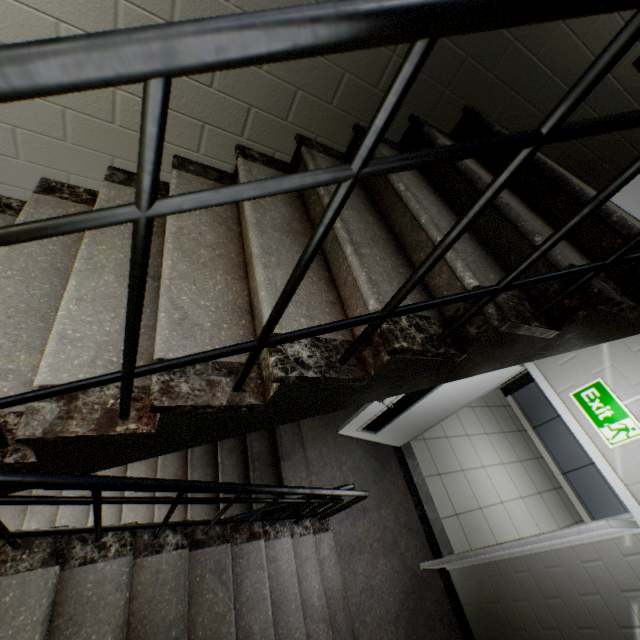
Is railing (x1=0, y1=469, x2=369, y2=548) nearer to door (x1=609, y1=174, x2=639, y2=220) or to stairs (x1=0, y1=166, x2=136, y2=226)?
stairs (x1=0, y1=166, x2=136, y2=226)

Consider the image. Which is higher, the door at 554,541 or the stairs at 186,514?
the door at 554,541

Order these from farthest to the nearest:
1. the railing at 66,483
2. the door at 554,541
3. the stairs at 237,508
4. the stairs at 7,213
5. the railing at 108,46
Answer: the stairs at 237,508 → the door at 554,541 → the stairs at 7,213 → the railing at 66,483 → the railing at 108,46

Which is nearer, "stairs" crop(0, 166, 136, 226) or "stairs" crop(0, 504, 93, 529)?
"stairs" crop(0, 166, 136, 226)

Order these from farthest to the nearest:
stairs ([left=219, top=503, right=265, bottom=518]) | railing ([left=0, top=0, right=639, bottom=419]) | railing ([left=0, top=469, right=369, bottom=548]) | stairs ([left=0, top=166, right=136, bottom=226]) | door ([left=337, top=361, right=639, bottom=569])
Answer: stairs ([left=219, top=503, right=265, bottom=518]) < door ([left=337, top=361, right=639, bottom=569]) < stairs ([left=0, top=166, right=136, bottom=226]) < railing ([left=0, top=469, right=369, bottom=548]) < railing ([left=0, top=0, right=639, bottom=419])

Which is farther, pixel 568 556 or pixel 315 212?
pixel 568 556

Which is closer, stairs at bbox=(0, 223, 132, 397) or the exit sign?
stairs at bbox=(0, 223, 132, 397)

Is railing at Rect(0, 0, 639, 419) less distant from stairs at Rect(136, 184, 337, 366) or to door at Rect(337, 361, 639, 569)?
stairs at Rect(136, 184, 337, 366)
